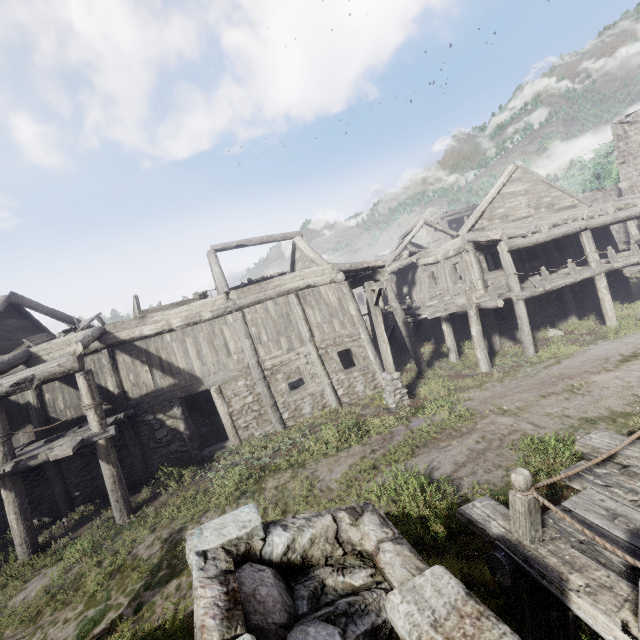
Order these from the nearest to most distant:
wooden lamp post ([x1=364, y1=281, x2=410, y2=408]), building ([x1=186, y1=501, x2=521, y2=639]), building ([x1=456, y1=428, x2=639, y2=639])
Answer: building ([x1=186, y1=501, x2=521, y2=639]) → building ([x1=456, y1=428, x2=639, y2=639]) → wooden lamp post ([x1=364, y1=281, x2=410, y2=408])

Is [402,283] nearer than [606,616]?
No

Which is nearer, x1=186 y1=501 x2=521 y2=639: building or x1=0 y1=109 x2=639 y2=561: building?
x1=186 y1=501 x2=521 y2=639: building

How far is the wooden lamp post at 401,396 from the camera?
11.50m

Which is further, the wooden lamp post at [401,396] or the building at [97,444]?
the wooden lamp post at [401,396]

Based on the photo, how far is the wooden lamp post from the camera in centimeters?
1150cm

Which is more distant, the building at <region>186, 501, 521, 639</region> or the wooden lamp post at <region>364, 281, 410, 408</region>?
the wooden lamp post at <region>364, 281, 410, 408</region>
